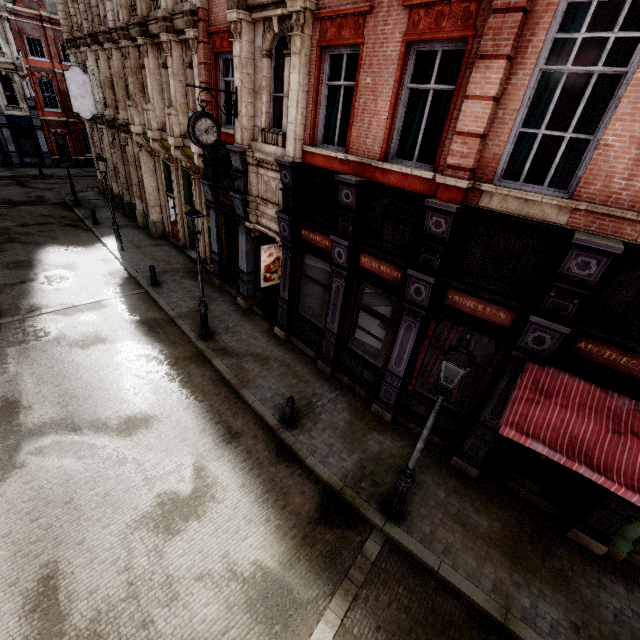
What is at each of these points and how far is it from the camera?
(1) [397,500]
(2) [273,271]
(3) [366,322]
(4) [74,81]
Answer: (1) street light, 6.8 meters
(2) poster, 14.3 meters
(3) sign, 9.5 meters
(4) sign, 18.0 meters

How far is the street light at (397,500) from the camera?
4.8m

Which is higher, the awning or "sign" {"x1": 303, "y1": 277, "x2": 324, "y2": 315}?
the awning

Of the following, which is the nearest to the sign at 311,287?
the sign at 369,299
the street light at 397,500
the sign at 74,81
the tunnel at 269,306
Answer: the tunnel at 269,306

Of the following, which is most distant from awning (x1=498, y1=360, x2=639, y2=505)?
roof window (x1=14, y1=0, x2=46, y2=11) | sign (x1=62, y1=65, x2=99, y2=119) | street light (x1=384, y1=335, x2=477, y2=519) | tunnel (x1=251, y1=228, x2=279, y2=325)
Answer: roof window (x1=14, y1=0, x2=46, y2=11)

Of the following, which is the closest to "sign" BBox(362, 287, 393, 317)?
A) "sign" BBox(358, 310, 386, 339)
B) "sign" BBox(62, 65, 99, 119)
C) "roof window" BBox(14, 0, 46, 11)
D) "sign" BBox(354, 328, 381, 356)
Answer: "sign" BBox(358, 310, 386, 339)

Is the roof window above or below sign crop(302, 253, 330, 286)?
above

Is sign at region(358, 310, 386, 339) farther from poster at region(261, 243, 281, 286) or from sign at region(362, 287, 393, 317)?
poster at region(261, 243, 281, 286)
